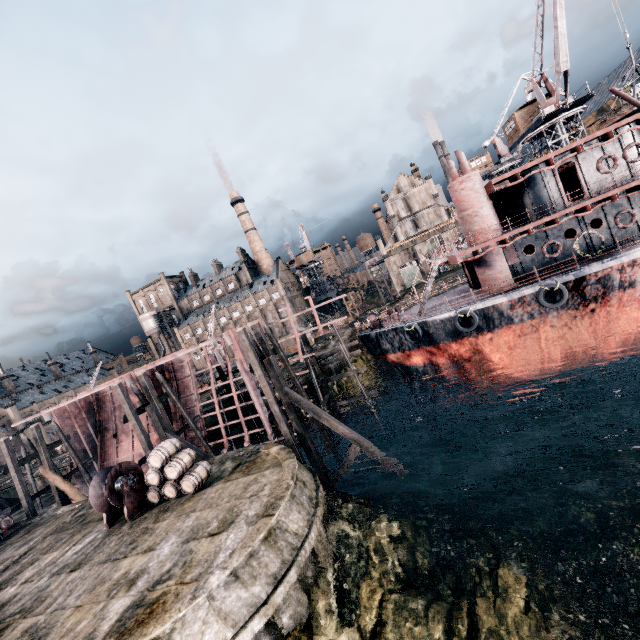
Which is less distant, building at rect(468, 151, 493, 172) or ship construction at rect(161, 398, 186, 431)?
ship construction at rect(161, 398, 186, 431)

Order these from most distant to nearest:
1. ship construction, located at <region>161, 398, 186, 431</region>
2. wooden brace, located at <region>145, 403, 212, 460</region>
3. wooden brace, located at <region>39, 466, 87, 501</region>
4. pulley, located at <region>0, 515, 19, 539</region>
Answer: ship construction, located at <region>161, 398, 186, 431</region> → wooden brace, located at <region>39, 466, 87, 501</region> → pulley, located at <region>0, 515, 19, 539</region> → wooden brace, located at <region>145, 403, 212, 460</region>

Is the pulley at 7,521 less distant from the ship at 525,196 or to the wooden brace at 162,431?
the wooden brace at 162,431

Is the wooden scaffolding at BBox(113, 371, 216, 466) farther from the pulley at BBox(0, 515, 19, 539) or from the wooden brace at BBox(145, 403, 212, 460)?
the pulley at BBox(0, 515, 19, 539)

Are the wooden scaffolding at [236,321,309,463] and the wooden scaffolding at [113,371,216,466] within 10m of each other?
yes

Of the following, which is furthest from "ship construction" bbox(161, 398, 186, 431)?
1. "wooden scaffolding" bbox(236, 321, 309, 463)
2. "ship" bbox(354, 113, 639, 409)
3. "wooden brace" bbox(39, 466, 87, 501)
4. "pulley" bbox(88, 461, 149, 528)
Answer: "pulley" bbox(88, 461, 149, 528)

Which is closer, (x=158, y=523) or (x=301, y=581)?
(x=301, y=581)

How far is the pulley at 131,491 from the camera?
15.6m
